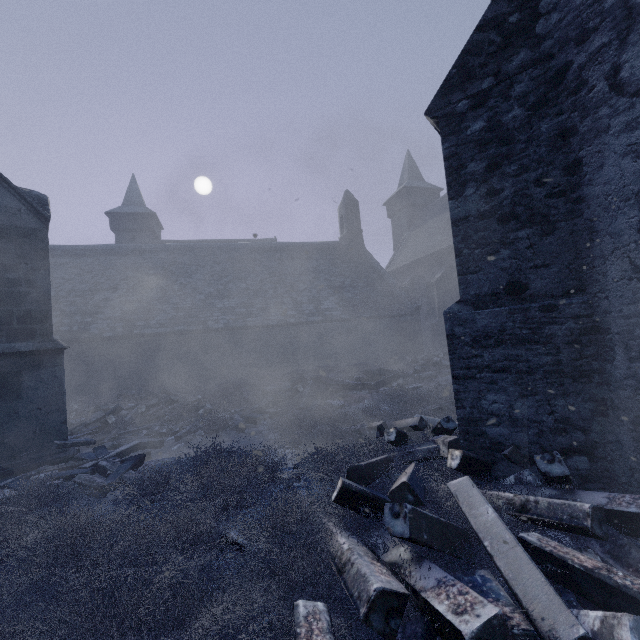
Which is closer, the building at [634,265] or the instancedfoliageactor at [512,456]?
the building at [634,265]

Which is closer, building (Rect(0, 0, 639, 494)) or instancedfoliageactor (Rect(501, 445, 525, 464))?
building (Rect(0, 0, 639, 494))

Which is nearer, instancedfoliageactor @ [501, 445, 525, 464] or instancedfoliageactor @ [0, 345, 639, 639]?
instancedfoliageactor @ [0, 345, 639, 639]

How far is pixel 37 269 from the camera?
6.11m

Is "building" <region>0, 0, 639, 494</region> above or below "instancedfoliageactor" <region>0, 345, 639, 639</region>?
above

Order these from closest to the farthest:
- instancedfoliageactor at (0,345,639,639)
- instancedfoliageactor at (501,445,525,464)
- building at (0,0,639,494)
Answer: instancedfoliageactor at (0,345,639,639) → building at (0,0,639,494) → instancedfoliageactor at (501,445,525,464)

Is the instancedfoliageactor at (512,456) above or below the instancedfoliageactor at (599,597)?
above
